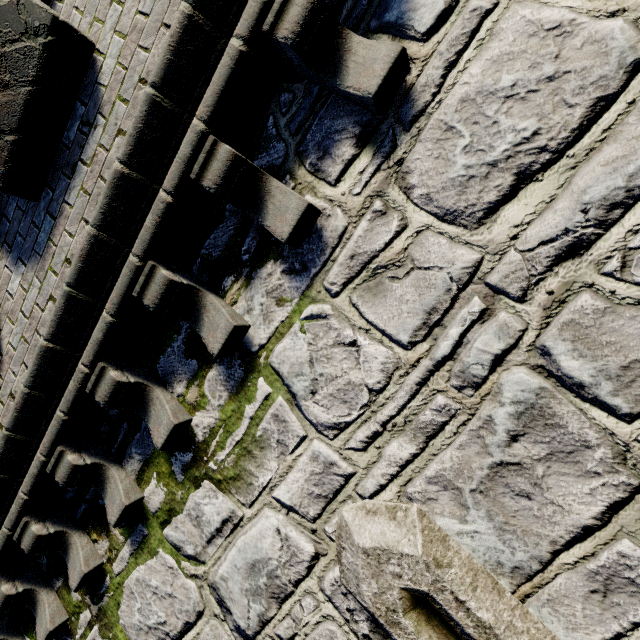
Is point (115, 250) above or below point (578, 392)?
above
